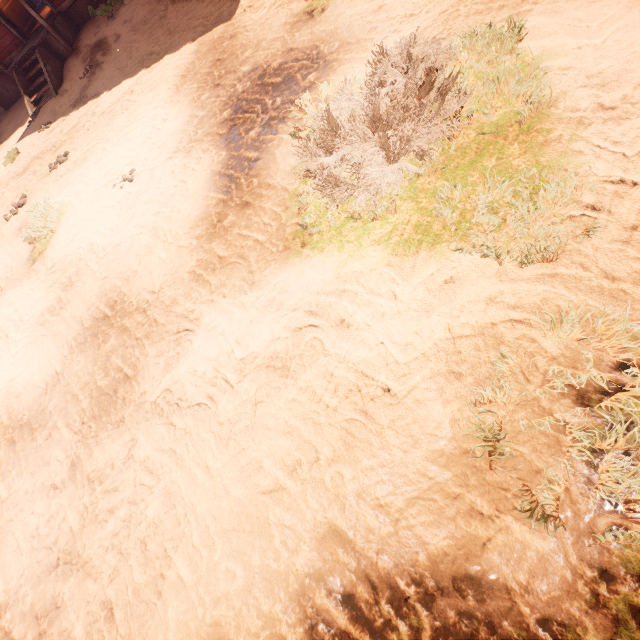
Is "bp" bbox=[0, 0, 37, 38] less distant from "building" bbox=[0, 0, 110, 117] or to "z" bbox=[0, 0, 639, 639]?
"building" bbox=[0, 0, 110, 117]

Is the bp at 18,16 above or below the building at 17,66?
above

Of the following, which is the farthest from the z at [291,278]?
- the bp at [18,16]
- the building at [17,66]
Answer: the bp at [18,16]

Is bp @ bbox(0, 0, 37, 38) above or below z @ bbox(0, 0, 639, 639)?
above

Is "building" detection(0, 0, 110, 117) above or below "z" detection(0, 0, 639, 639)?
above

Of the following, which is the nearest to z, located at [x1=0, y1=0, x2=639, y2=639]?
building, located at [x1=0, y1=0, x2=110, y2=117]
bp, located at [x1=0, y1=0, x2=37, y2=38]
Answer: building, located at [x1=0, y1=0, x2=110, y2=117]

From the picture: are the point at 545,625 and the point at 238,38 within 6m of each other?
no
